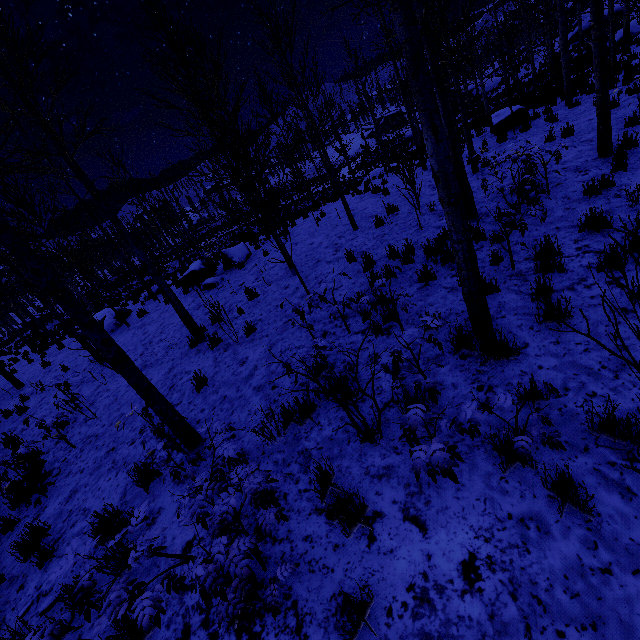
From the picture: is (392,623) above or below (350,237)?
below

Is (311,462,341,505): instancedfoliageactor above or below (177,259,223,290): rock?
below

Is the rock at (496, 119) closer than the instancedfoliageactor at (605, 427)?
No

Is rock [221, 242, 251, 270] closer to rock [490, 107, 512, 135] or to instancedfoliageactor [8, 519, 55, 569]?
instancedfoliageactor [8, 519, 55, 569]

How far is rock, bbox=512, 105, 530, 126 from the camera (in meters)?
13.09

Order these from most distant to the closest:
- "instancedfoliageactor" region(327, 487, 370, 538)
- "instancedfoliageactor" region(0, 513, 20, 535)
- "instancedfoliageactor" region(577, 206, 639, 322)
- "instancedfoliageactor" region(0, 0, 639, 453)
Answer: "instancedfoliageactor" region(0, 513, 20, 535), "instancedfoliageactor" region(0, 0, 639, 453), "instancedfoliageactor" region(327, 487, 370, 538), "instancedfoliageactor" region(577, 206, 639, 322)

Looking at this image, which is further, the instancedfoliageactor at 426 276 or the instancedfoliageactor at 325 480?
the instancedfoliageactor at 426 276

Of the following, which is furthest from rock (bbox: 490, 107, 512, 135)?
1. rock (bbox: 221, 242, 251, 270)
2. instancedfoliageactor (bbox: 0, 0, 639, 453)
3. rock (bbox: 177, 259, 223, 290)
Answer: rock (bbox: 177, 259, 223, 290)
